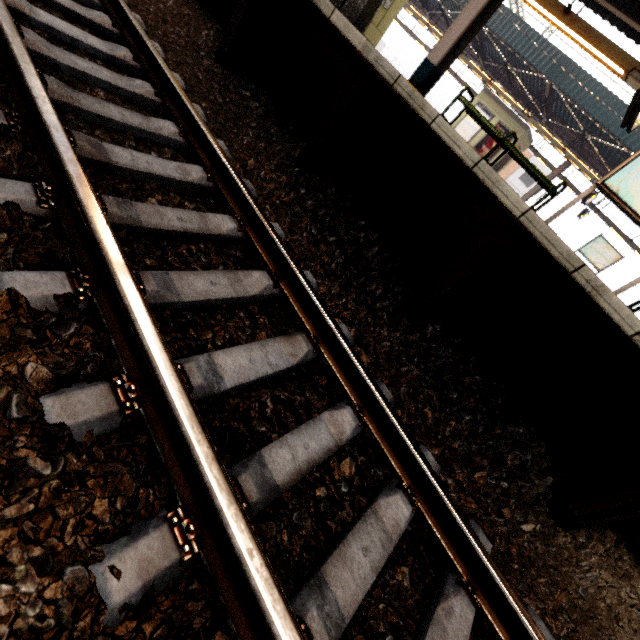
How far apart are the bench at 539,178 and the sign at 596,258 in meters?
14.5

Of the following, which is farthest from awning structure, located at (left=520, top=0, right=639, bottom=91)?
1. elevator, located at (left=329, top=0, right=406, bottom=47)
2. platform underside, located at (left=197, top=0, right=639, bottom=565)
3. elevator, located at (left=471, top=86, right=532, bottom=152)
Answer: elevator, located at (left=471, top=86, right=532, bottom=152)

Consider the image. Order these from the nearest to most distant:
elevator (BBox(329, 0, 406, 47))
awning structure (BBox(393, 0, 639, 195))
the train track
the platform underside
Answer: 1. the train track
2. the platform underside
3. awning structure (BBox(393, 0, 639, 195))
4. elevator (BBox(329, 0, 406, 47))

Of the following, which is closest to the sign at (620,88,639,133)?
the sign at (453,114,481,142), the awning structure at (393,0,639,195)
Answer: the awning structure at (393,0,639,195)

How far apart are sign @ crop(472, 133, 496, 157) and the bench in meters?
13.8 m

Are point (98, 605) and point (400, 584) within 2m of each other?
yes

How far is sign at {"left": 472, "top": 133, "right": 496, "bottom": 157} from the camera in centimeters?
1716cm

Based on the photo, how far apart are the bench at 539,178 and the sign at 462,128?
14.3 meters
